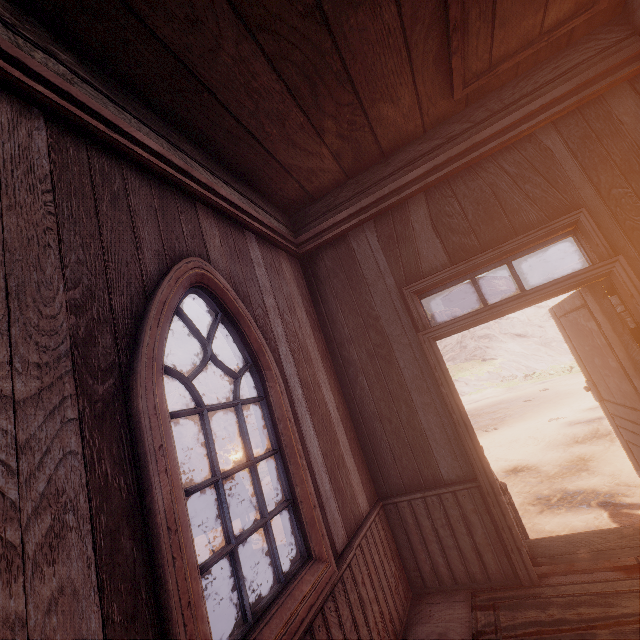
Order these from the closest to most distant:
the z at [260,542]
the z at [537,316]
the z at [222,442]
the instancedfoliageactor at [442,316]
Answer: the z at [537,316]
the z at [260,542]
the z at [222,442]
the instancedfoliageactor at [442,316]

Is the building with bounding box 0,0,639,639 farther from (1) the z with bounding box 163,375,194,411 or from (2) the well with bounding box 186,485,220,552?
(2) the well with bounding box 186,485,220,552

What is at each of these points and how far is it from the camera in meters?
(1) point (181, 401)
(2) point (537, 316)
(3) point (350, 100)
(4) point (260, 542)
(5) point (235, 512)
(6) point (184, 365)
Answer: (1) z, 30.7 m
(2) z, 32.1 m
(3) building, 2.8 m
(4) z, 8.9 m
(5) well, 4.9 m
(6) z, 37.1 m

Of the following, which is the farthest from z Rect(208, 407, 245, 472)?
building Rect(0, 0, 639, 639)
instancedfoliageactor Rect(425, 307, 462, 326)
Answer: instancedfoliageactor Rect(425, 307, 462, 326)

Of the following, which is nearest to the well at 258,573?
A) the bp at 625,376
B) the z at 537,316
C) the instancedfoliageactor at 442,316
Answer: the z at 537,316

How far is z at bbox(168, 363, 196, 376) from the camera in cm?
3628

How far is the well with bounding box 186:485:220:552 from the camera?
4.70m

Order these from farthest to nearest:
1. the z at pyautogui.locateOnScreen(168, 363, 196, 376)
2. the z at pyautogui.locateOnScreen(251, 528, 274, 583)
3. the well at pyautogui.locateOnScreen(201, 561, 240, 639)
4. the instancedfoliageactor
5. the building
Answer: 1. the instancedfoliageactor
2. the z at pyautogui.locateOnScreen(168, 363, 196, 376)
3. the z at pyautogui.locateOnScreen(251, 528, 274, 583)
4. the well at pyautogui.locateOnScreen(201, 561, 240, 639)
5. the building
